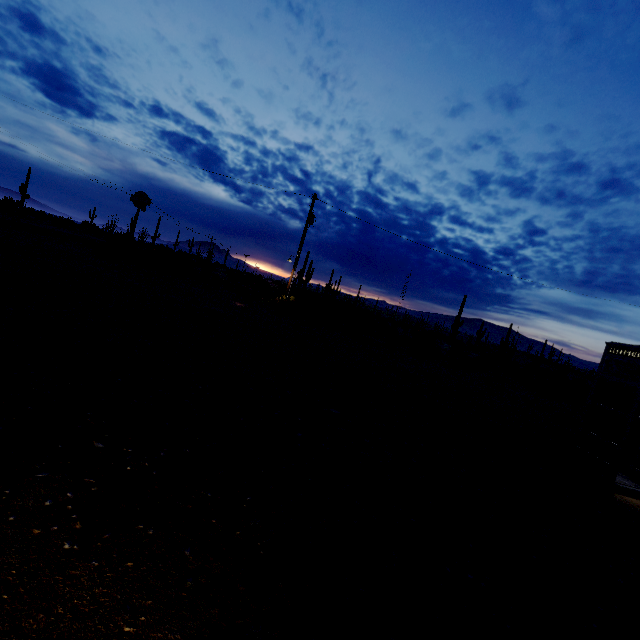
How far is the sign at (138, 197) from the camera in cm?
2231

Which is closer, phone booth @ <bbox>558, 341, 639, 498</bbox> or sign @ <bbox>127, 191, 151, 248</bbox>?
phone booth @ <bbox>558, 341, 639, 498</bbox>

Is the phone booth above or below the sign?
below

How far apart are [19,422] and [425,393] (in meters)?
8.82

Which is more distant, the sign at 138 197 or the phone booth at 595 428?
the sign at 138 197

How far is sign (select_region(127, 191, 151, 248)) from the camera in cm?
2231
